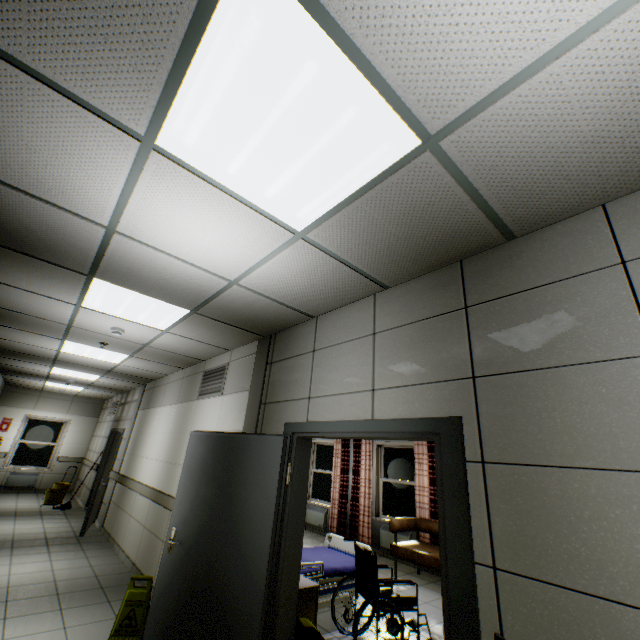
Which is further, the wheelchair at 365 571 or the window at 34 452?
the window at 34 452

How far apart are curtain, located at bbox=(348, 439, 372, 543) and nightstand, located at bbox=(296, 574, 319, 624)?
4.7 meters

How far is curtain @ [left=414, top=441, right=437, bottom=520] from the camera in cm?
665

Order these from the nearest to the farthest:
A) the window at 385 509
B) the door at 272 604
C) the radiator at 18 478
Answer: the door at 272 604
the window at 385 509
the radiator at 18 478

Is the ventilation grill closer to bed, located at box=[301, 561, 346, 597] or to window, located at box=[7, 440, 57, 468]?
bed, located at box=[301, 561, 346, 597]

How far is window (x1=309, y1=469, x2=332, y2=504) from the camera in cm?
923

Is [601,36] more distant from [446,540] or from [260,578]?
[260,578]

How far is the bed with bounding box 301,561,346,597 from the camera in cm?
384
